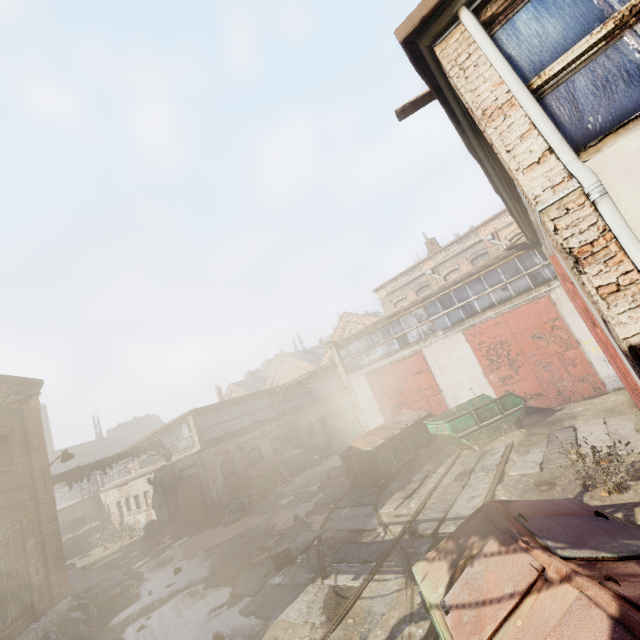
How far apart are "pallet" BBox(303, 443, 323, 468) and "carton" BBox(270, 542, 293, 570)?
12.82m

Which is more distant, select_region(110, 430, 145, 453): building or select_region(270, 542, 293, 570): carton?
select_region(110, 430, 145, 453): building

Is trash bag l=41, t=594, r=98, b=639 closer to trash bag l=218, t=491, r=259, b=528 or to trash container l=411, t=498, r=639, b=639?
trash bag l=218, t=491, r=259, b=528

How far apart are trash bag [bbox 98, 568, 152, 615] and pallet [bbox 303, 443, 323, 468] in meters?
10.9

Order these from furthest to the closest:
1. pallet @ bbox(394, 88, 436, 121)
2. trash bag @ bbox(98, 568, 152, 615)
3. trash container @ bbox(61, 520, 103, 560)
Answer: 1. trash container @ bbox(61, 520, 103, 560)
2. trash bag @ bbox(98, 568, 152, 615)
3. pallet @ bbox(394, 88, 436, 121)

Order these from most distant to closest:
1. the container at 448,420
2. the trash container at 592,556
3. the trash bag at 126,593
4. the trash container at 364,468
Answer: the trash container at 364,468 → the container at 448,420 → the trash bag at 126,593 → the trash container at 592,556

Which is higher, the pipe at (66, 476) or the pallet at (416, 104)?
the pallet at (416, 104)

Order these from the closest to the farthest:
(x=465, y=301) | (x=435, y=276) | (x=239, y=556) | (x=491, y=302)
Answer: (x=239, y=556)
(x=491, y=302)
(x=465, y=301)
(x=435, y=276)
